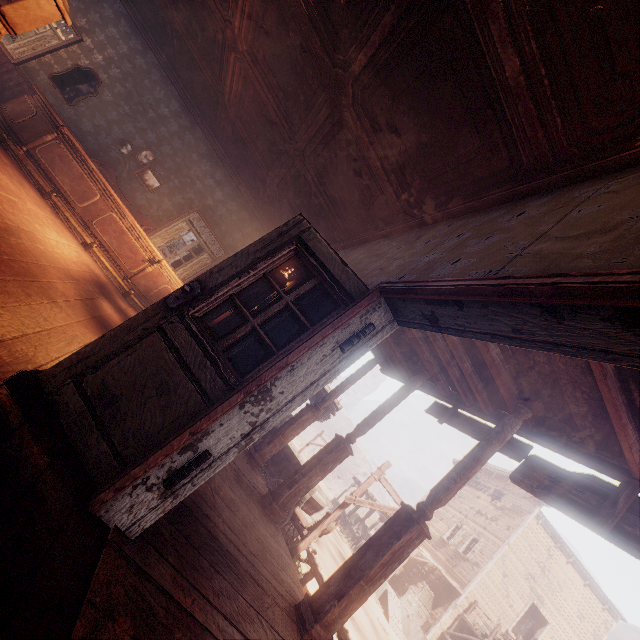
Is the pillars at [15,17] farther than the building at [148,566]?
Yes

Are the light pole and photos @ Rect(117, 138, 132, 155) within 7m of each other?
no

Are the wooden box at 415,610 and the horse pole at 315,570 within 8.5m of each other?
no

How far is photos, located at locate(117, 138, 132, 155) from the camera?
8.2 meters

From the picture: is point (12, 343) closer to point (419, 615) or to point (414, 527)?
point (414, 527)

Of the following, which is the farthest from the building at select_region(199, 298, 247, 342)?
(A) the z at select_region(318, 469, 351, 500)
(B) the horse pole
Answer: (B) the horse pole

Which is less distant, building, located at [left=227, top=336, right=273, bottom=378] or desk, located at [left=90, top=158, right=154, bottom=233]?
building, located at [left=227, top=336, right=273, bottom=378]

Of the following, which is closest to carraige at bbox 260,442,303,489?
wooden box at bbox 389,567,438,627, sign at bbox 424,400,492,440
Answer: sign at bbox 424,400,492,440
